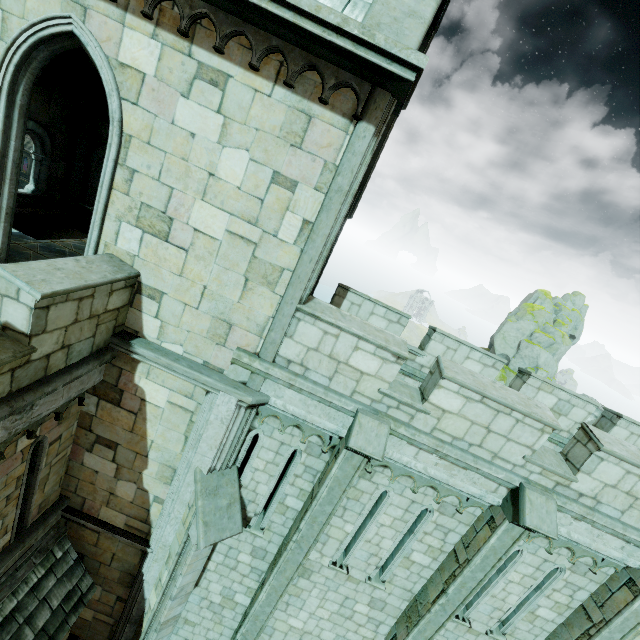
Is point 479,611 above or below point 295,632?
above

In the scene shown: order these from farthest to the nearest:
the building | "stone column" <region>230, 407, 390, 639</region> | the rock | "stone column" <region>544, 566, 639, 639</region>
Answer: the rock < "stone column" <region>544, 566, 639, 639</region> < "stone column" <region>230, 407, 390, 639</region> < the building

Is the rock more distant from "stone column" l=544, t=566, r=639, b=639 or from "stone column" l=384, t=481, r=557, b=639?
"stone column" l=384, t=481, r=557, b=639

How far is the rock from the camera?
40.72m

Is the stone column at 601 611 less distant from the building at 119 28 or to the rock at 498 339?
the building at 119 28

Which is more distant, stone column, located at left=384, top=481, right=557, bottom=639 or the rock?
the rock

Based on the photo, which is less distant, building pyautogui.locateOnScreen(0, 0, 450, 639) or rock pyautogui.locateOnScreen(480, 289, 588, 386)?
building pyautogui.locateOnScreen(0, 0, 450, 639)

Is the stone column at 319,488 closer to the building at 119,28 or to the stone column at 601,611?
the building at 119,28
